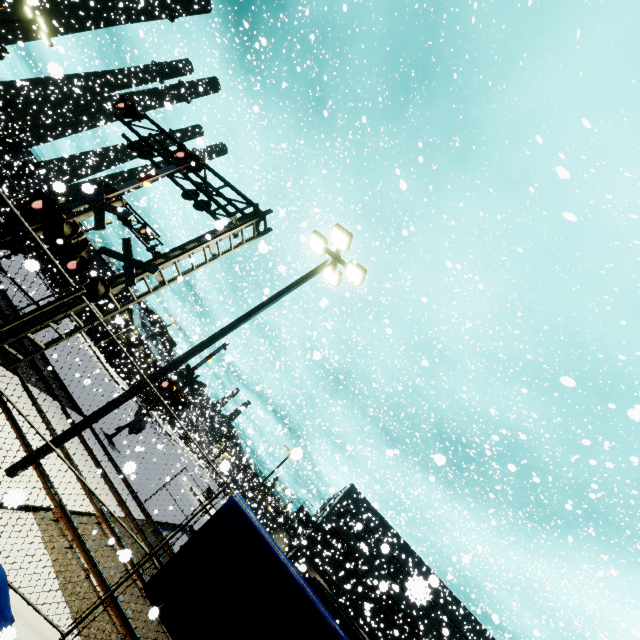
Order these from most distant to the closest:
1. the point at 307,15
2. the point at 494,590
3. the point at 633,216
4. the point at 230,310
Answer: the point at 230,310
the point at 307,15
the point at 494,590
the point at 633,216

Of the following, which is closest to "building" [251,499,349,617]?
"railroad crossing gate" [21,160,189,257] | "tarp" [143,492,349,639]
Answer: "tarp" [143,492,349,639]

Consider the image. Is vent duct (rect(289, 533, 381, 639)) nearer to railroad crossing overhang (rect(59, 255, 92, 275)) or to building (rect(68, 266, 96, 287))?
building (rect(68, 266, 96, 287))

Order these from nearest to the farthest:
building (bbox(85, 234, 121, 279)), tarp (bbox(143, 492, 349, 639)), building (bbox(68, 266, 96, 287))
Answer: tarp (bbox(143, 492, 349, 639)), building (bbox(68, 266, 96, 287)), building (bbox(85, 234, 121, 279))

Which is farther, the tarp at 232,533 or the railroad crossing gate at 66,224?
the railroad crossing gate at 66,224

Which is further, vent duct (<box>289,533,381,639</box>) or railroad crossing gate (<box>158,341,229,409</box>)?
vent duct (<box>289,533,381,639</box>)

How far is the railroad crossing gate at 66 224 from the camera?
7.6m

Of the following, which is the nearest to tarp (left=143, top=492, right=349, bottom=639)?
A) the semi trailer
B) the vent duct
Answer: the semi trailer
